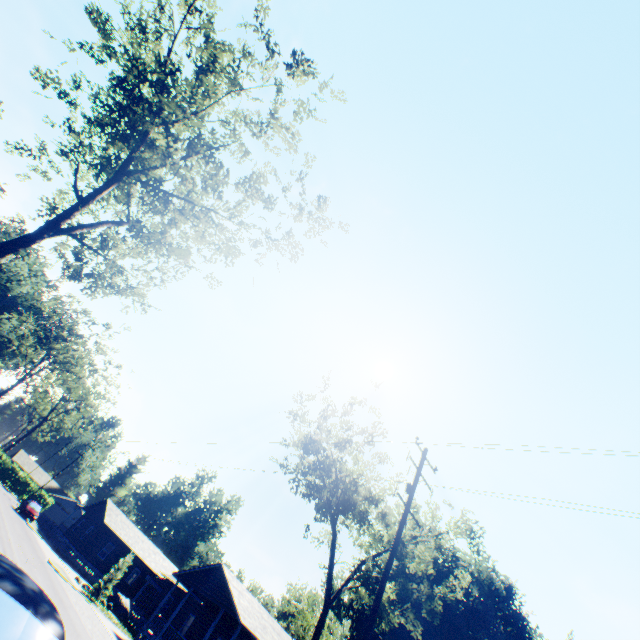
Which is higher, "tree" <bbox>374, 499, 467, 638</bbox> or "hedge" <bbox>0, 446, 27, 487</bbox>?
"tree" <bbox>374, 499, 467, 638</bbox>

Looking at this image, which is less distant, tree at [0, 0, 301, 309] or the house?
tree at [0, 0, 301, 309]

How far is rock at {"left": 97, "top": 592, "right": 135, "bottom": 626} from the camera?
28.7m

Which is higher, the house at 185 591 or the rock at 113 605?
the house at 185 591

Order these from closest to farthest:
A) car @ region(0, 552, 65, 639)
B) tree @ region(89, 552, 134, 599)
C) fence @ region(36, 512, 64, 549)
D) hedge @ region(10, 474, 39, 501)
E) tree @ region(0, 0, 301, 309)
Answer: car @ region(0, 552, 65, 639), tree @ region(0, 0, 301, 309), tree @ region(89, 552, 134, 599), fence @ region(36, 512, 64, 549), hedge @ region(10, 474, 39, 501)

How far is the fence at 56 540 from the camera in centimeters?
3558cm

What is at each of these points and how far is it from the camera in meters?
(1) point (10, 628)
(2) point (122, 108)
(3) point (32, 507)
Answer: (1) car, 3.5
(2) tree, 16.3
(3) car, 38.3

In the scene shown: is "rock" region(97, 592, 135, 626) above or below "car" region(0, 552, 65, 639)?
Answer: below
